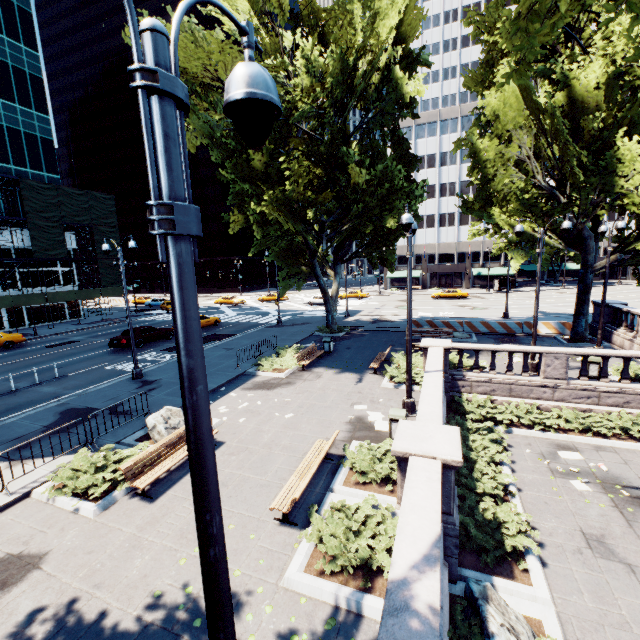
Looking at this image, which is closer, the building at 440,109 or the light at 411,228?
the light at 411,228

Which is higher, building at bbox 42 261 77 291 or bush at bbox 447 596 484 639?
building at bbox 42 261 77 291

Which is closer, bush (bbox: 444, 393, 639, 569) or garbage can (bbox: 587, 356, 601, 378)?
bush (bbox: 444, 393, 639, 569)

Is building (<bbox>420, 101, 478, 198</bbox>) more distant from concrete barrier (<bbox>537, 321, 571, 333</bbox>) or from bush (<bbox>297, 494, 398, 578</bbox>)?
bush (<bbox>297, 494, 398, 578</bbox>)

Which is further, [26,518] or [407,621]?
[26,518]

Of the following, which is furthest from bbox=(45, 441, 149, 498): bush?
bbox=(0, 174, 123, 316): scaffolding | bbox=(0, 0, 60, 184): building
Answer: bbox=(0, 0, 60, 184): building

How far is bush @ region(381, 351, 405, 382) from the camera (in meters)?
15.22

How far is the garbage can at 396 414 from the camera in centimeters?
1010cm
